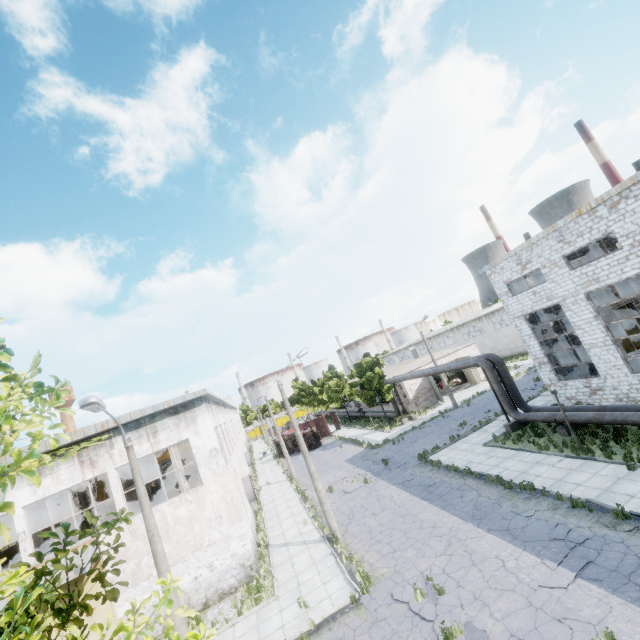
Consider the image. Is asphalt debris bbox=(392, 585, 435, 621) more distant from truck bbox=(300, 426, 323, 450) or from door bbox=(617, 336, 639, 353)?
truck bbox=(300, 426, 323, 450)

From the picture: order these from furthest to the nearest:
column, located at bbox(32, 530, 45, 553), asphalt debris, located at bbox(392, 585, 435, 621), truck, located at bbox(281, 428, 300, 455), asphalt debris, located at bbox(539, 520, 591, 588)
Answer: truck, located at bbox(281, 428, 300, 455)
column, located at bbox(32, 530, 45, 553)
asphalt debris, located at bbox(392, 585, 435, 621)
asphalt debris, located at bbox(539, 520, 591, 588)

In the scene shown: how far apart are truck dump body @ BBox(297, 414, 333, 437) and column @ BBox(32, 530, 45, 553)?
32.11m

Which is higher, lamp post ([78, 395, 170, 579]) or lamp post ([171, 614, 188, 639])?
lamp post ([78, 395, 170, 579])

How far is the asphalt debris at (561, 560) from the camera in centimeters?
945cm

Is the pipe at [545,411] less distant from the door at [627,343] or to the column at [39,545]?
the door at [627,343]

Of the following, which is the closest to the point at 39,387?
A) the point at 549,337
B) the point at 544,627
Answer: the point at 544,627
